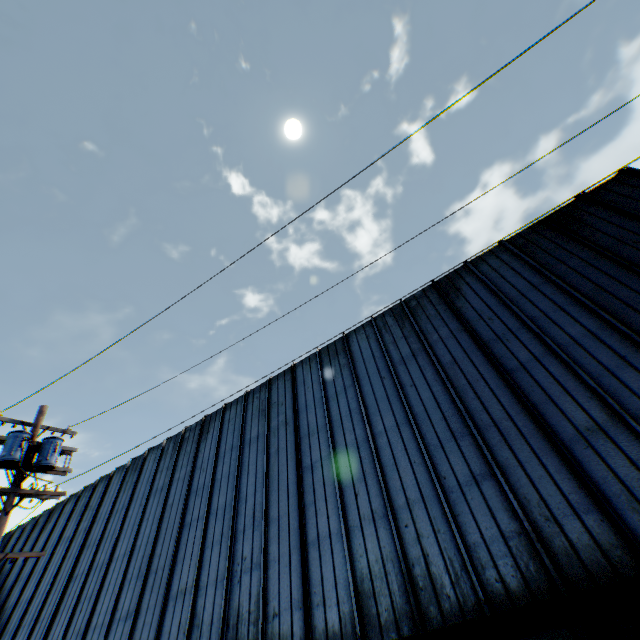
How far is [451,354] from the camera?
10.4m

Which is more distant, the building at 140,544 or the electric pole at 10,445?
the electric pole at 10,445

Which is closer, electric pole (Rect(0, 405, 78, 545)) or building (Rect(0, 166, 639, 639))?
building (Rect(0, 166, 639, 639))
